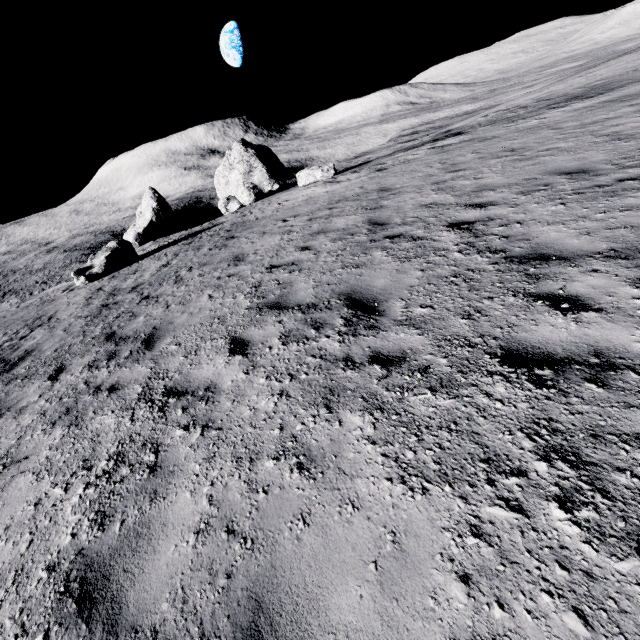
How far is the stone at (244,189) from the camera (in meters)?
23.98

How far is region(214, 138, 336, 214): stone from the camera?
23.98m

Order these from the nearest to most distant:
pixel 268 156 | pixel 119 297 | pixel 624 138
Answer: pixel 624 138 < pixel 119 297 < pixel 268 156
